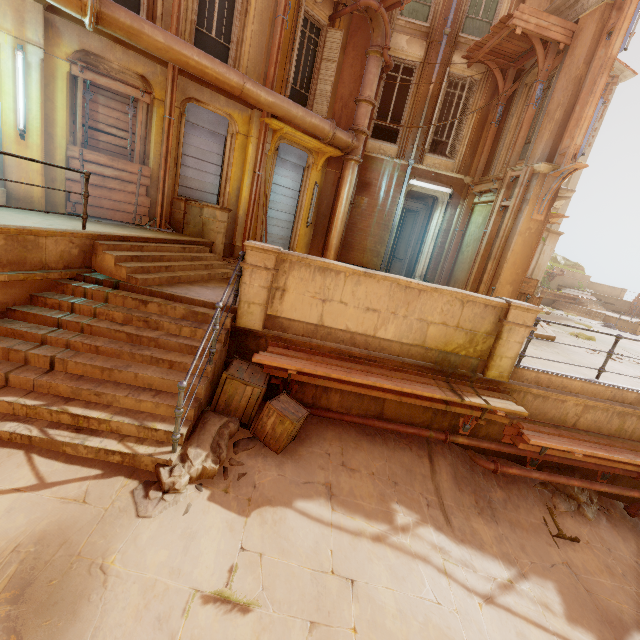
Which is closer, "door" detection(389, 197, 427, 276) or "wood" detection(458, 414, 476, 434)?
"wood" detection(458, 414, 476, 434)

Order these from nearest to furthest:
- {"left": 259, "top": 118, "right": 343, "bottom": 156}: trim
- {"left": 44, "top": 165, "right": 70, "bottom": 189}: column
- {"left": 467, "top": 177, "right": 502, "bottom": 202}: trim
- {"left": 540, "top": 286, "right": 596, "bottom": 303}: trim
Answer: {"left": 44, "top": 165, "right": 70, "bottom": 189}: column, {"left": 259, "top": 118, "right": 343, "bottom": 156}: trim, {"left": 467, "top": 177, "right": 502, "bottom": 202}: trim, {"left": 540, "top": 286, "right": 596, "bottom": 303}: trim

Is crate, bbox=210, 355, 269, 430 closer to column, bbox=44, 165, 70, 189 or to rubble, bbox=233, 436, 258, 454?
rubble, bbox=233, 436, 258, 454

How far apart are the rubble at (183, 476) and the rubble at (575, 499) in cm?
554

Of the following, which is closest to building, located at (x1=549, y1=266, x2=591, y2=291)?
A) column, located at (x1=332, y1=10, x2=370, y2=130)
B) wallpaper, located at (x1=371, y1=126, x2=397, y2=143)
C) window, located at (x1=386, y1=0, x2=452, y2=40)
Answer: column, located at (x1=332, y1=10, x2=370, y2=130)

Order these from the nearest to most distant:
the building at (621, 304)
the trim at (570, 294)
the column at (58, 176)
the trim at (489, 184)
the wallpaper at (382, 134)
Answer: the column at (58, 176), the trim at (489, 184), the wallpaper at (382, 134), the trim at (570, 294), the building at (621, 304)

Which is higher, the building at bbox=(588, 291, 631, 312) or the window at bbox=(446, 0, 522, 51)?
the window at bbox=(446, 0, 522, 51)

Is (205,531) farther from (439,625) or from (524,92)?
(524,92)
